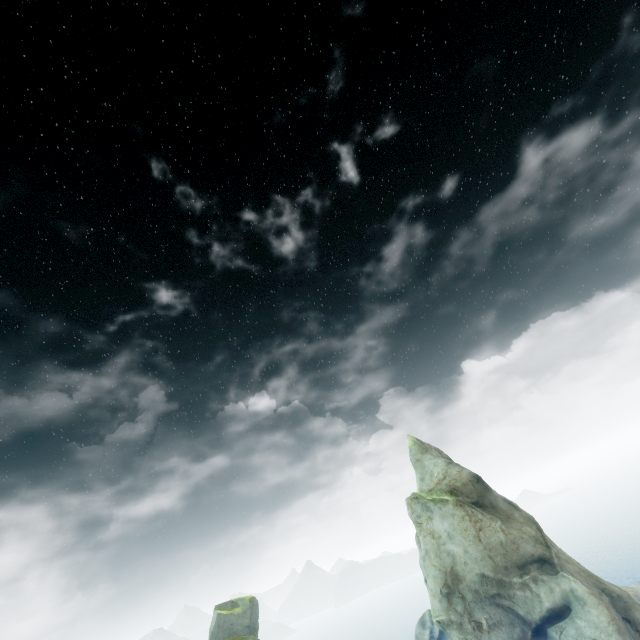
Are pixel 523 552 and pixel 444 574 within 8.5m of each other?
yes
